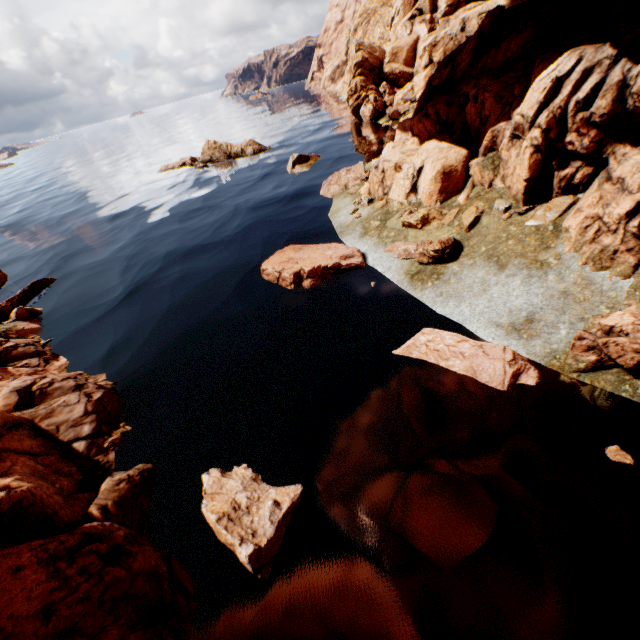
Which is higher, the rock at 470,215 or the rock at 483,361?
the rock at 470,215

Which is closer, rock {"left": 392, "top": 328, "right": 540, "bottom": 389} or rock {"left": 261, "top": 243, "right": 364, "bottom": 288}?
rock {"left": 392, "top": 328, "right": 540, "bottom": 389}

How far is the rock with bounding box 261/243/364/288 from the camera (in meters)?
15.02

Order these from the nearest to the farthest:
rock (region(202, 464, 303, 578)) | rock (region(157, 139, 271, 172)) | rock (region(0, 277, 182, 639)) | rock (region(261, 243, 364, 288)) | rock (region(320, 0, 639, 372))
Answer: rock (region(0, 277, 182, 639)) → rock (region(202, 464, 303, 578)) → rock (region(320, 0, 639, 372)) → rock (region(261, 243, 364, 288)) → rock (region(157, 139, 271, 172))

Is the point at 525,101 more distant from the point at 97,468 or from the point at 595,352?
the point at 97,468

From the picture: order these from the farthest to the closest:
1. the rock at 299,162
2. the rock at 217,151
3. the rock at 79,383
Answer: the rock at 217,151 → the rock at 299,162 → the rock at 79,383
